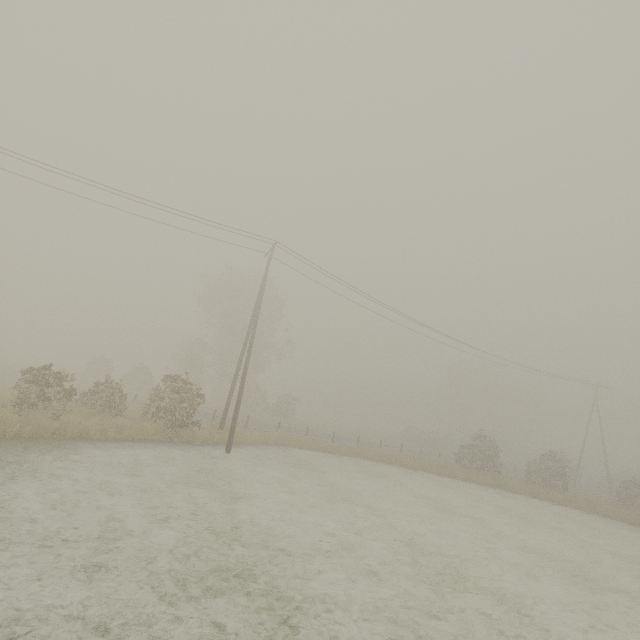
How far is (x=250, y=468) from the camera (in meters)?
13.73
